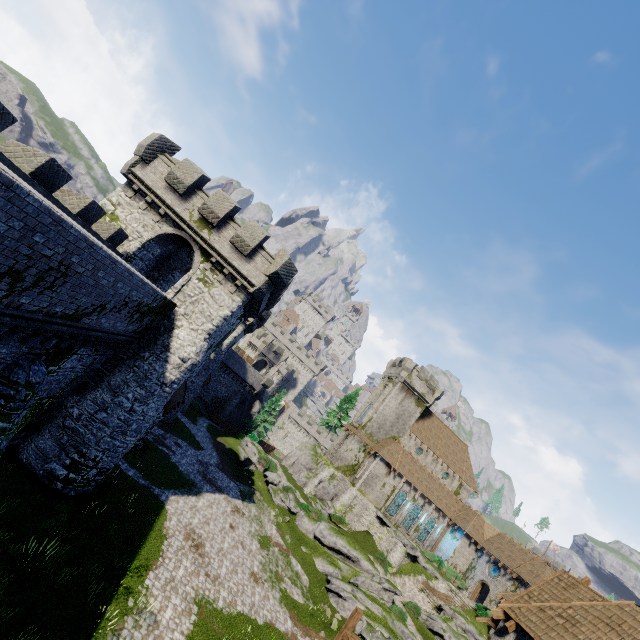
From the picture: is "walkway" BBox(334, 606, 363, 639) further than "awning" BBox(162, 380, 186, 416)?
No

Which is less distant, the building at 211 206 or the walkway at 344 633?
the walkway at 344 633

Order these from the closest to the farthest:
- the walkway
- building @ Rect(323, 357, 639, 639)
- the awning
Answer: building @ Rect(323, 357, 639, 639) → the walkway → the awning

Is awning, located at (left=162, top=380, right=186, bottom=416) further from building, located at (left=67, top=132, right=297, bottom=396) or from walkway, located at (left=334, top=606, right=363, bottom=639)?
walkway, located at (left=334, top=606, right=363, bottom=639)

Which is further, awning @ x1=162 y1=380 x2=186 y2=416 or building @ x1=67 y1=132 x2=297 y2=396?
awning @ x1=162 y1=380 x2=186 y2=416

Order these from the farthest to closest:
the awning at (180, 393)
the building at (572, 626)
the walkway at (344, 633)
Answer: the awning at (180, 393) → the walkway at (344, 633) → the building at (572, 626)

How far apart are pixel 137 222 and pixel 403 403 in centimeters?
4380cm

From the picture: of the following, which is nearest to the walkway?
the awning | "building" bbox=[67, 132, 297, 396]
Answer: the awning
